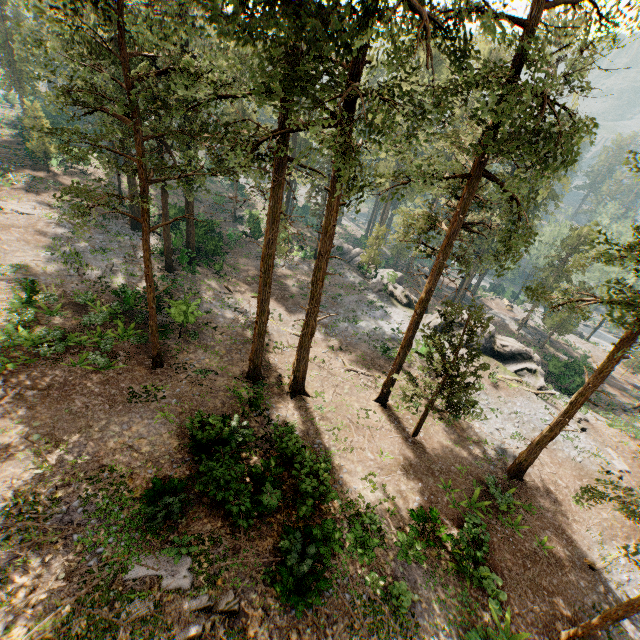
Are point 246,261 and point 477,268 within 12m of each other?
no

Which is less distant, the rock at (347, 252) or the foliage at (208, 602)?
the foliage at (208, 602)

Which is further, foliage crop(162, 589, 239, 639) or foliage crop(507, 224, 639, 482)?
foliage crop(507, 224, 639, 482)

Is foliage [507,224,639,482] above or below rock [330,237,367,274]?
above

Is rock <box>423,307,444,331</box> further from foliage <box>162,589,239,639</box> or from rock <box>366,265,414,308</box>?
foliage <box>162,589,239,639</box>

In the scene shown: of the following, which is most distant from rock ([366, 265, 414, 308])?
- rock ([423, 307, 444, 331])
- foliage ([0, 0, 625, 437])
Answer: foliage ([0, 0, 625, 437])

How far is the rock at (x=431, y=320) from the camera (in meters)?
33.78
